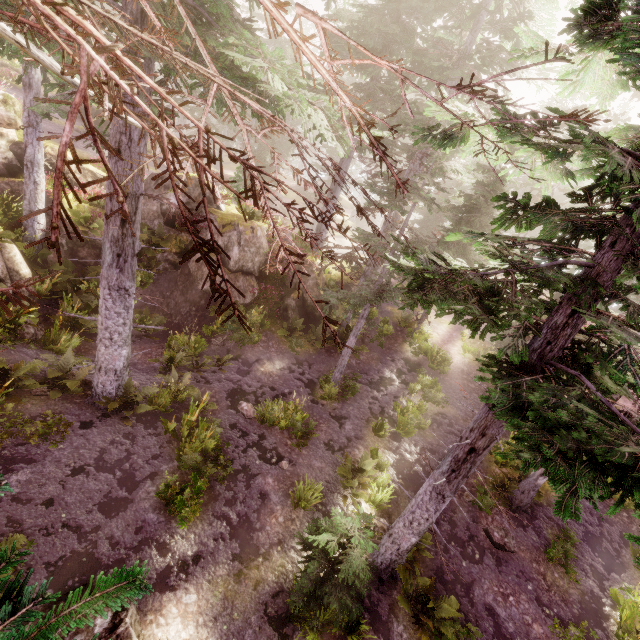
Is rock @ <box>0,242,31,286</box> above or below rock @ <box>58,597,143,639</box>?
above

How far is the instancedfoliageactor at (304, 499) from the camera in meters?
9.4 m

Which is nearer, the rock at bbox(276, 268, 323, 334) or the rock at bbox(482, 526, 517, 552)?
the rock at bbox(482, 526, 517, 552)

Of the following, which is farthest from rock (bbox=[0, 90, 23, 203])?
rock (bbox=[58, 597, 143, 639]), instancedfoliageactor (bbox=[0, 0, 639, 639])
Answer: rock (bbox=[58, 597, 143, 639])

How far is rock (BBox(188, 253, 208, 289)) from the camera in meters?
16.4

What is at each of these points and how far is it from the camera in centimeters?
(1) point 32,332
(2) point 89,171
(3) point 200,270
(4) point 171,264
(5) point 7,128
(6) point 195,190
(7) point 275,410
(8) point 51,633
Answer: (1) rock, 1157cm
(2) rock, 1591cm
(3) rock, 1641cm
(4) rock, 1611cm
(5) rock, 1436cm
(6) rock, 1678cm
(7) instancedfoliageactor, 1216cm
(8) instancedfoliageactor, 89cm
